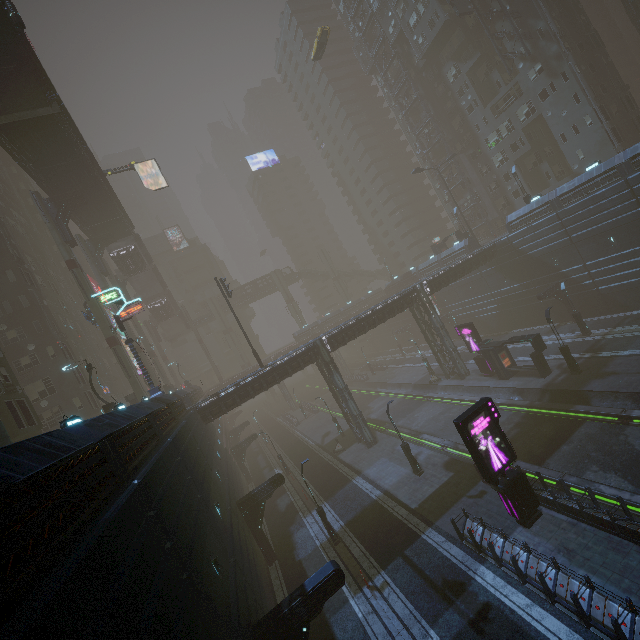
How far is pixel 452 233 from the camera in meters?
49.1

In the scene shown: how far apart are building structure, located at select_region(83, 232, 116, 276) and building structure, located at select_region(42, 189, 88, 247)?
9.9 meters

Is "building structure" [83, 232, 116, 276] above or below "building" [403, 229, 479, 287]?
above

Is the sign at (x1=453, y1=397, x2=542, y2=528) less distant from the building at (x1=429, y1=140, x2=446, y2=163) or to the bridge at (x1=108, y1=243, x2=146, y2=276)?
the building at (x1=429, y1=140, x2=446, y2=163)

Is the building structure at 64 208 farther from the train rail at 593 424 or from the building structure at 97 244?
the train rail at 593 424

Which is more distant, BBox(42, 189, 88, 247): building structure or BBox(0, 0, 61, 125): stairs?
BBox(42, 189, 88, 247): building structure

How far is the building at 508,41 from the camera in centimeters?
4097cm

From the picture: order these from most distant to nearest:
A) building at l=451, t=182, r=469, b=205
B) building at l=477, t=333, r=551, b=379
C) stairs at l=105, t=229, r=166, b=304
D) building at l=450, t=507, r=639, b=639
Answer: building at l=451, t=182, r=469, b=205, stairs at l=105, t=229, r=166, b=304, building at l=477, t=333, r=551, b=379, building at l=450, t=507, r=639, b=639
